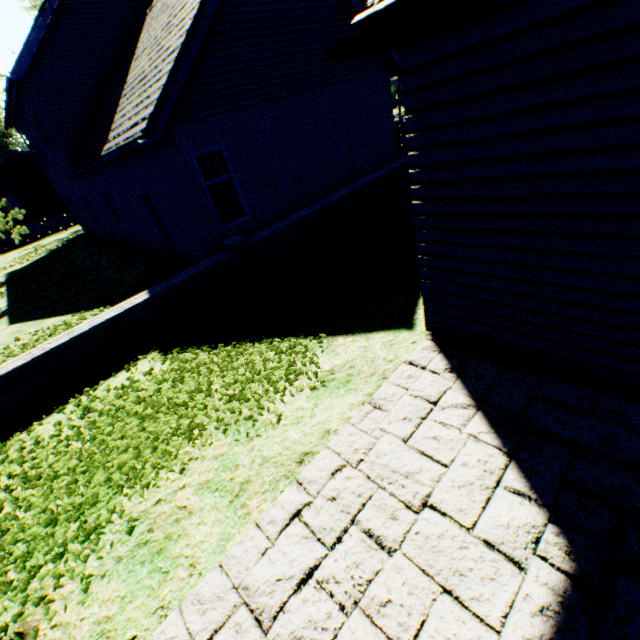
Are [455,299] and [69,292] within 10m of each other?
no
